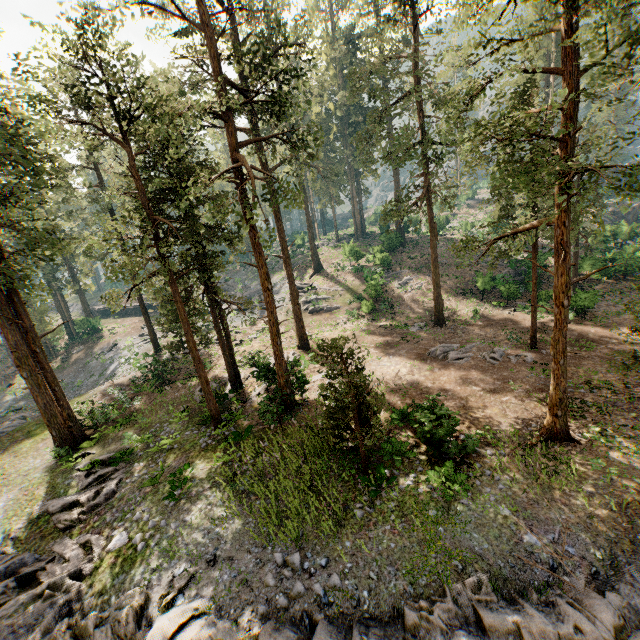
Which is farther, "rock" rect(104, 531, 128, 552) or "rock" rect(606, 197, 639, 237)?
"rock" rect(606, 197, 639, 237)

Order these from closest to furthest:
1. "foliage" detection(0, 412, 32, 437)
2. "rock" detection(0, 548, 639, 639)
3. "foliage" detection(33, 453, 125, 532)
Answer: "rock" detection(0, 548, 639, 639), "foliage" detection(33, 453, 125, 532), "foliage" detection(0, 412, 32, 437)

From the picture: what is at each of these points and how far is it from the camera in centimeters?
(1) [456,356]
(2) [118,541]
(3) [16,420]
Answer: (1) foliage, 2109cm
(2) rock, 1217cm
(3) foliage, 3002cm

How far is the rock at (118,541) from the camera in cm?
1200

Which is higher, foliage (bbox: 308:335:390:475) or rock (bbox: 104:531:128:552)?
foliage (bbox: 308:335:390:475)

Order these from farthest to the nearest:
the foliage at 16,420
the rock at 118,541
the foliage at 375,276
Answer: the foliage at 375,276 < the foliage at 16,420 < the rock at 118,541

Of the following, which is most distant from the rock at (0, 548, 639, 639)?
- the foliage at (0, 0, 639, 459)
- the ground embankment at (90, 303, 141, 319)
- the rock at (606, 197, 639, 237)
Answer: the rock at (606, 197, 639, 237)
